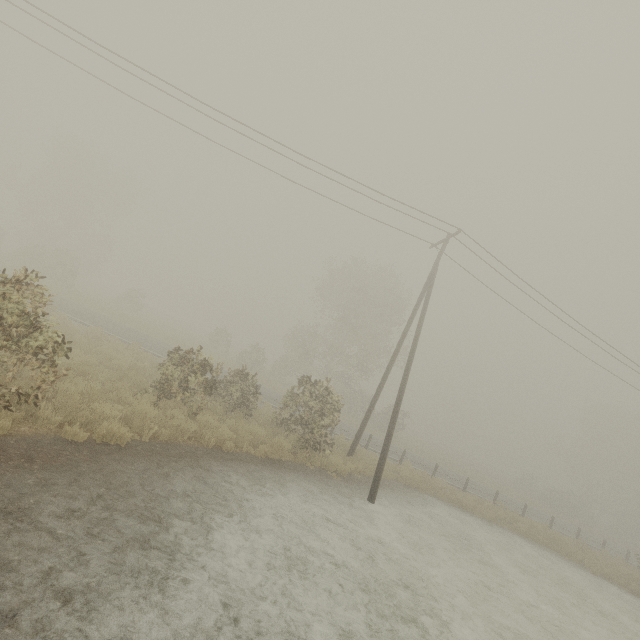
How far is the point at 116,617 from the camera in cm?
364
